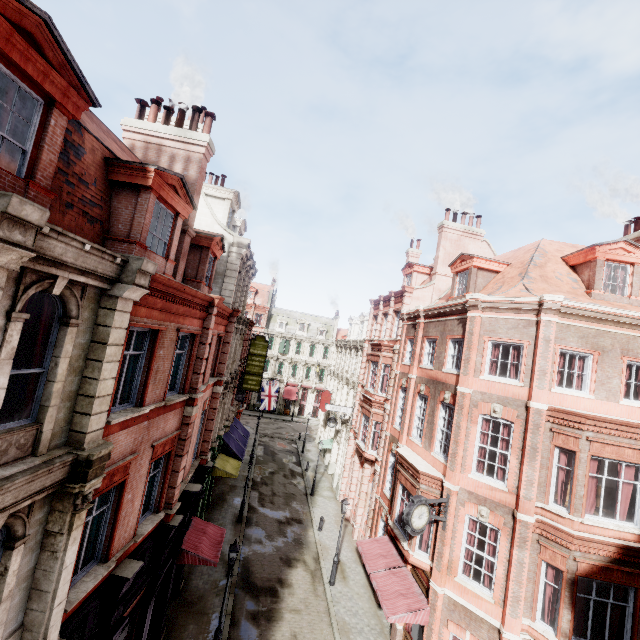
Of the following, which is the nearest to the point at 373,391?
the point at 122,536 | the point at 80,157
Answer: the point at 122,536

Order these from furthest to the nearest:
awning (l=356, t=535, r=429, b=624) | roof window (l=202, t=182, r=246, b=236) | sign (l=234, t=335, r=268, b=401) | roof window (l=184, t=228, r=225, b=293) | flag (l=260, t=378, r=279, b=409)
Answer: flag (l=260, t=378, r=279, b=409), sign (l=234, t=335, r=268, b=401), roof window (l=202, t=182, r=246, b=236), roof window (l=184, t=228, r=225, b=293), awning (l=356, t=535, r=429, b=624)

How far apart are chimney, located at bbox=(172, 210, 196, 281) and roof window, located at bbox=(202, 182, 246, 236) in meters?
5.2 m

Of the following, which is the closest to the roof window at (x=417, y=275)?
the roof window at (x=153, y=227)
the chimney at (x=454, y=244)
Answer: the chimney at (x=454, y=244)

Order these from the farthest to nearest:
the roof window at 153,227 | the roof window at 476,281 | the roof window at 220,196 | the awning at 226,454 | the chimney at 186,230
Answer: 1. the awning at 226,454
2. the roof window at 220,196
3. the roof window at 476,281
4. the chimney at 186,230
5. the roof window at 153,227

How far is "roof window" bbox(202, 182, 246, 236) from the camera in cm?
1820

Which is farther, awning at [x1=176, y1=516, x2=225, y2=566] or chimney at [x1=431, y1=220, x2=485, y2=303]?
chimney at [x1=431, y1=220, x2=485, y2=303]

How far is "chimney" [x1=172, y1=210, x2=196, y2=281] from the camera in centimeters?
1177cm
